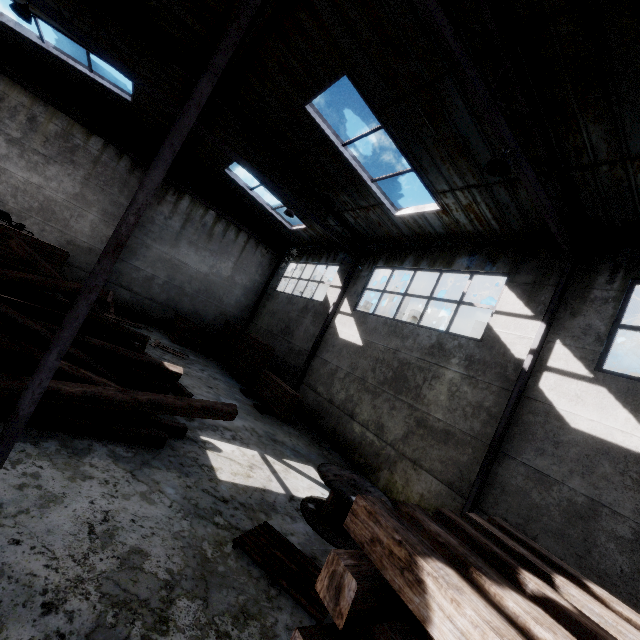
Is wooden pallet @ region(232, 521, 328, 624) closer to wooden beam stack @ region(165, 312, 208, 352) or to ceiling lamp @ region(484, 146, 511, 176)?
ceiling lamp @ region(484, 146, 511, 176)

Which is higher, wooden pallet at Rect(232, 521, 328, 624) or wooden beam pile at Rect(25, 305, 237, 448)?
wooden beam pile at Rect(25, 305, 237, 448)

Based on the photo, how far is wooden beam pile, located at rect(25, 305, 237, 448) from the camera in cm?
471

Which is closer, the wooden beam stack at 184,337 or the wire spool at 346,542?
the wire spool at 346,542

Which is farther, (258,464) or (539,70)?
(258,464)

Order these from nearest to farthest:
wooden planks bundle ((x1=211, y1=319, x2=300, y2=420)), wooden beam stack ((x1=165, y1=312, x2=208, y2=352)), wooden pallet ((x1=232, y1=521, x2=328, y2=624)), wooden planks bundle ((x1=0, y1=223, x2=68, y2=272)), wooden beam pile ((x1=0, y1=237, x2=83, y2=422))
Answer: wooden pallet ((x1=232, y1=521, x2=328, y2=624)), wooden beam pile ((x1=0, y1=237, x2=83, y2=422)), wooden planks bundle ((x1=0, y1=223, x2=68, y2=272)), wooden planks bundle ((x1=211, y1=319, x2=300, y2=420)), wooden beam stack ((x1=165, y1=312, x2=208, y2=352))

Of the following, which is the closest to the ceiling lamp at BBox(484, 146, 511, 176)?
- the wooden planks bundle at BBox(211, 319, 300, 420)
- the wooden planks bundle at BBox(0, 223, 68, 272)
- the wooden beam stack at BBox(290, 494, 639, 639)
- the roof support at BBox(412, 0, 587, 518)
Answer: the roof support at BBox(412, 0, 587, 518)

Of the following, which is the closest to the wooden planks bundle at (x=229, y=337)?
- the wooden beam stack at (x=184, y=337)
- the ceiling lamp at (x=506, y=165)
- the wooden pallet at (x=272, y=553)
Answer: the wooden beam stack at (x=184, y=337)
